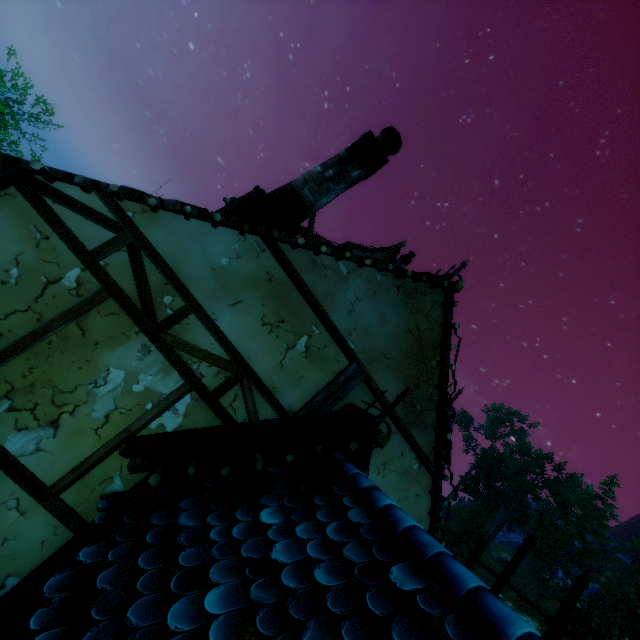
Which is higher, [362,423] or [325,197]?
[325,197]

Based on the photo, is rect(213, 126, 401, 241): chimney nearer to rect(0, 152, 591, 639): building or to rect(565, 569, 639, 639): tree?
rect(0, 152, 591, 639): building

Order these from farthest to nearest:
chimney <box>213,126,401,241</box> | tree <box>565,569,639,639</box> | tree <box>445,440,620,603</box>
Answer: tree <box>445,440,620,603</box>
tree <box>565,569,639,639</box>
chimney <box>213,126,401,241</box>

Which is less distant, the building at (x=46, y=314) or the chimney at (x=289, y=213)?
the building at (x=46, y=314)

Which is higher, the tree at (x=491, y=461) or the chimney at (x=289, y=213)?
the tree at (x=491, y=461)

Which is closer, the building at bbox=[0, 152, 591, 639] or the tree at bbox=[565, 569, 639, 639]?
the building at bbox=[0, 152, 591, 639]

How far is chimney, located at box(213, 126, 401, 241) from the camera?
4.16m
